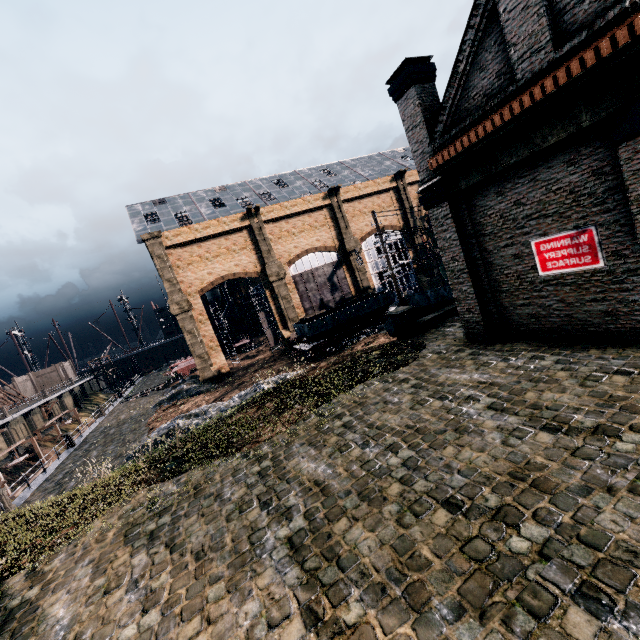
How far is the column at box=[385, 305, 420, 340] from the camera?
17.8m

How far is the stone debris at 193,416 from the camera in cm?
2259

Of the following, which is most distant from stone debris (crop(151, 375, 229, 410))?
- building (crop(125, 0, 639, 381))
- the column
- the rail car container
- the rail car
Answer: the column

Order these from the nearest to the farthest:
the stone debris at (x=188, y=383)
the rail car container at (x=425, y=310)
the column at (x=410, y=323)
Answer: the column at (x=410, y=323)
the rail car container at (x=425, y=310)
the stone debris at (x=188, y=383)

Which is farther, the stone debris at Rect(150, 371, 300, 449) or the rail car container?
the stone debris at Rect(150, 371, 300, 449)

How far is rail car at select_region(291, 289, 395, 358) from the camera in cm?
3250

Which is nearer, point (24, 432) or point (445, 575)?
point (445, 575)

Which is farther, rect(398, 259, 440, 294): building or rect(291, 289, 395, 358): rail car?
rect(398, 259, 440, 294): building
